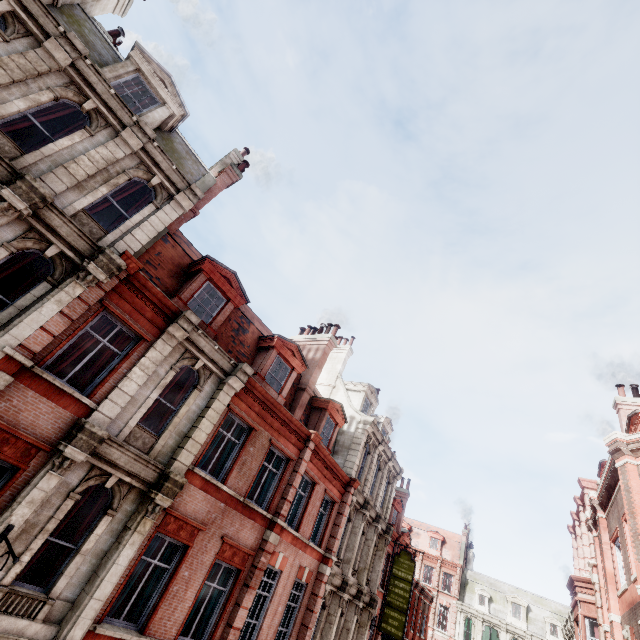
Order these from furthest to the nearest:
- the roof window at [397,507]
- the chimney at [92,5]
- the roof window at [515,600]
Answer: the roof window at [515,600], the roof window at [397,507], the chimney at [92,5]

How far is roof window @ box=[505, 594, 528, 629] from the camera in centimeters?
3878cm

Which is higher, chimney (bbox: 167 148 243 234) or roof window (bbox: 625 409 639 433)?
chimney (bbox: 167 148 243 234)

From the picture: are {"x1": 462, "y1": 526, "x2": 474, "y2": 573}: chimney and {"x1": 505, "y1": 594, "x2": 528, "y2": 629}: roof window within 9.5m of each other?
yes

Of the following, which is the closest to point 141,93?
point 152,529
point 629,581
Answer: point 152,529

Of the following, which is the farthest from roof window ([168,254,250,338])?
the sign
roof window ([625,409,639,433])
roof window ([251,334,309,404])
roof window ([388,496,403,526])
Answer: roof window ([388,496,403,526])

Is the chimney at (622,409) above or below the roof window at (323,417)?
above

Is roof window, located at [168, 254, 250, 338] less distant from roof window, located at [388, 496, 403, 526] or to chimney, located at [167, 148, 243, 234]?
chimney, located at [167, 148, 243, 234]
